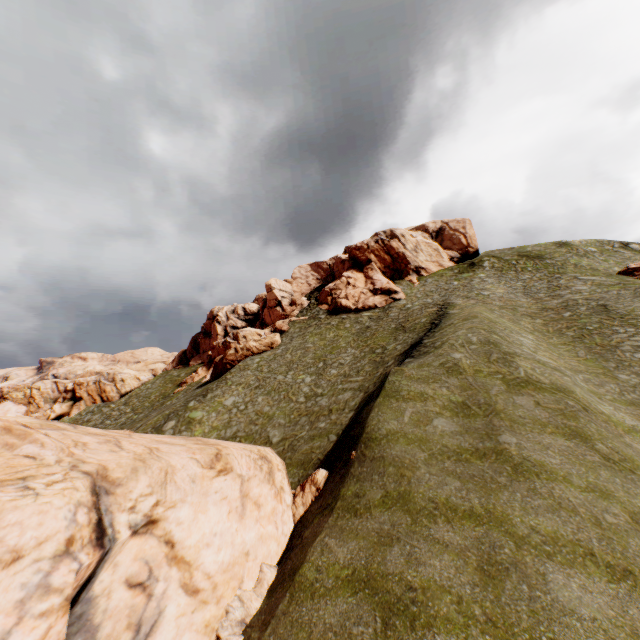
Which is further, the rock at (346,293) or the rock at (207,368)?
the rock at (346,293)

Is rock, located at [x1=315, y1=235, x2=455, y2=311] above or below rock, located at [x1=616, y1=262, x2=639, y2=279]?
above

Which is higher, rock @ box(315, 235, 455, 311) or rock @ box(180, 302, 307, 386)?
rock @ box(315, 235, 455, 311)

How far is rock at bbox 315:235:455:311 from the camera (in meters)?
51.97

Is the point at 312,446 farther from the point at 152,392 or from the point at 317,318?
the point at 152,392

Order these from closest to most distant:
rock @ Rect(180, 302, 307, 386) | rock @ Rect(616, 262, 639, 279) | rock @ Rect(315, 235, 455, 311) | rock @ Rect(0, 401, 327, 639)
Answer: rock @ Rect(0, 401, 327, 639)
rock @ Rect(616, 262, 639, 279)
rock @ Rect(180, 302, 307, 386)
rock @ Rect(315, 235, 455, 311)
